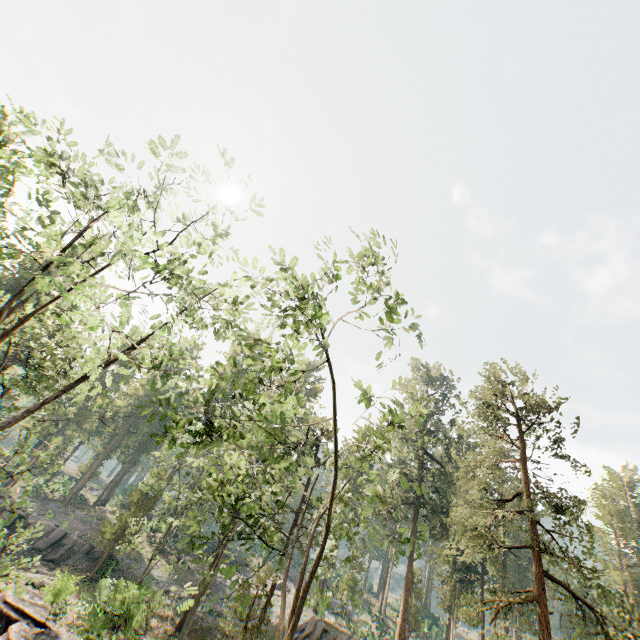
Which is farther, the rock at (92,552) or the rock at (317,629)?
the rock at (92,552)

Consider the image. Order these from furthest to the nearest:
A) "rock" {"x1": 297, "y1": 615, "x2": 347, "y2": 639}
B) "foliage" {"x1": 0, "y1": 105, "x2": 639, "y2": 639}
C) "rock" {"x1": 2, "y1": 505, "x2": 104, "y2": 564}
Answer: "rock" {"x1": 2, "y1": 505, "x2": 104, "y2": 564} < "rock" {"x1": 297, "y1": 615, "x2": 347, "y2": 639} < "foliage" {"x1": 0, "y1": 105, "x2": 639, "y2": 639}

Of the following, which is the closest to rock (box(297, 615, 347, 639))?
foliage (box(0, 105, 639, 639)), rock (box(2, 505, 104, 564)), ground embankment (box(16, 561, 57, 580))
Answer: foliage (box(0, 105, 639, 639))

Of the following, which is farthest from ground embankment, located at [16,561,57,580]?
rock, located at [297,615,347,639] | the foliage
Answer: rock, located at [297,615,347,639]

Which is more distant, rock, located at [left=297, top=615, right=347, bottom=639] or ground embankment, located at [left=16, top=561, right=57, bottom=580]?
rock, located at [left=297, top=615, right=347, bottom=639]

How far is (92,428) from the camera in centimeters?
5634cm

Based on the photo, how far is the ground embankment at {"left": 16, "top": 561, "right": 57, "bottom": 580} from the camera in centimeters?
2410cm

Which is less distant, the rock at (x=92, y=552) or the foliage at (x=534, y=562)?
the foliage at (x=534, y=562)
